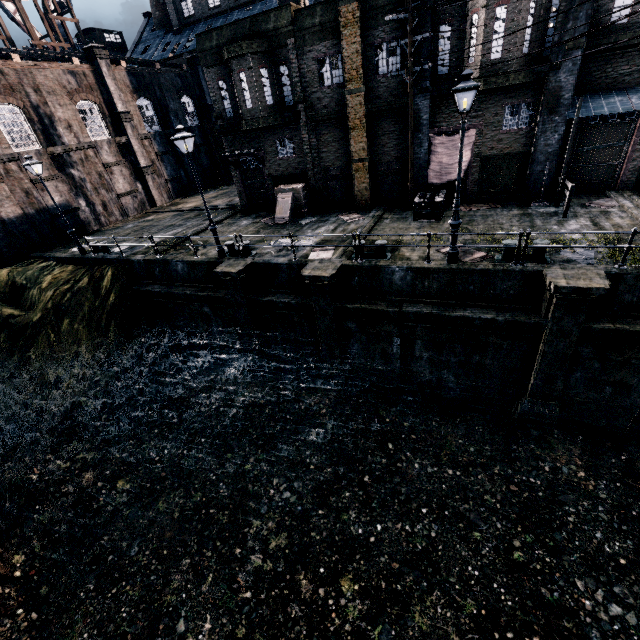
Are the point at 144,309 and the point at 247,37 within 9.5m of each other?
no

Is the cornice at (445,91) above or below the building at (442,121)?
above

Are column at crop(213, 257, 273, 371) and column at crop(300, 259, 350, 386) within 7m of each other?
yes

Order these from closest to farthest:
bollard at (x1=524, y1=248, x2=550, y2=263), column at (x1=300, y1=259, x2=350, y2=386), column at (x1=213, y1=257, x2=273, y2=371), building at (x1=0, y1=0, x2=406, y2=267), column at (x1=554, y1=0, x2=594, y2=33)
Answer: bollard at (x1=524, y1=248, x2=550, y2=263)
column at (x1=554, y1=0, x2=594, y2=33)
column at (x1=300, y1=259, x2=350, y2=386)
column at (x1=213, y1=257, x2=273, y2=371)
building at (x1=0, y1=0, x2=406, y2=267)

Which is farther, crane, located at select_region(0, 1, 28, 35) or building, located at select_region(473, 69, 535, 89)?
crane, located at select_region(0, 1, 28, 35)

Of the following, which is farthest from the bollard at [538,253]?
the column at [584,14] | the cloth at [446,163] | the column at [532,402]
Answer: the cloth at [446,163]

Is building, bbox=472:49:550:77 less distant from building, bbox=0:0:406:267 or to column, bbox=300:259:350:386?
building, bbox=0:0:406:267

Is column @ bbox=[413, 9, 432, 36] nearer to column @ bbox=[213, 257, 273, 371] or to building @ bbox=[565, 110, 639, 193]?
building @ bbox=[565, 110, 639, 193]
